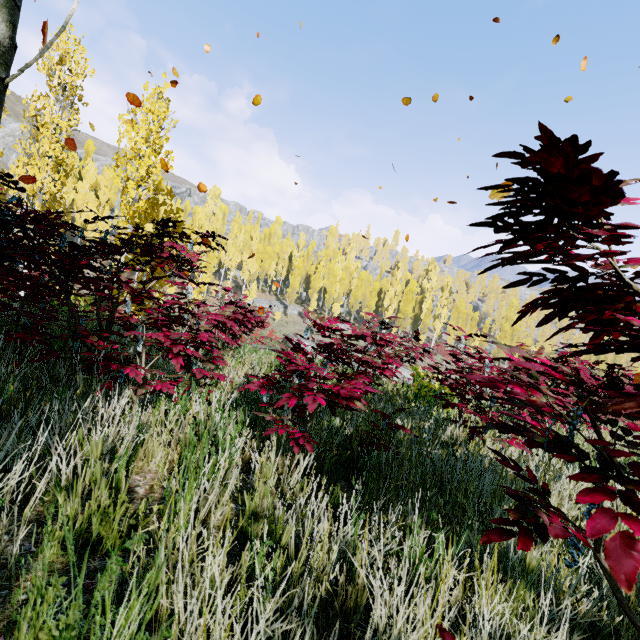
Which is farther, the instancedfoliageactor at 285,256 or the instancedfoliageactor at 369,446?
the instancedfoliageactor at 285,256

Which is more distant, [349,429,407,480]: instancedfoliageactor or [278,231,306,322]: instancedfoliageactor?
[278,231,306,322]: instancedfoliageactor

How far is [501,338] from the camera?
53.8m

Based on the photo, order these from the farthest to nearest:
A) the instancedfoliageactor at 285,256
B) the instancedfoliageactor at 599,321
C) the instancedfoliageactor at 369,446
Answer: the instancedfoliageactor at 285,256, the instancedfoliageactor at 369,446, the instancedfoliageactor at 599,321

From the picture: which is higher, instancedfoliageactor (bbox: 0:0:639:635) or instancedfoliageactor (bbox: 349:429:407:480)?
instancedfoliageactor (bbox: 0:0:639:635)

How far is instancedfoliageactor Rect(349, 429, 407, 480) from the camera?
2.0 meters
